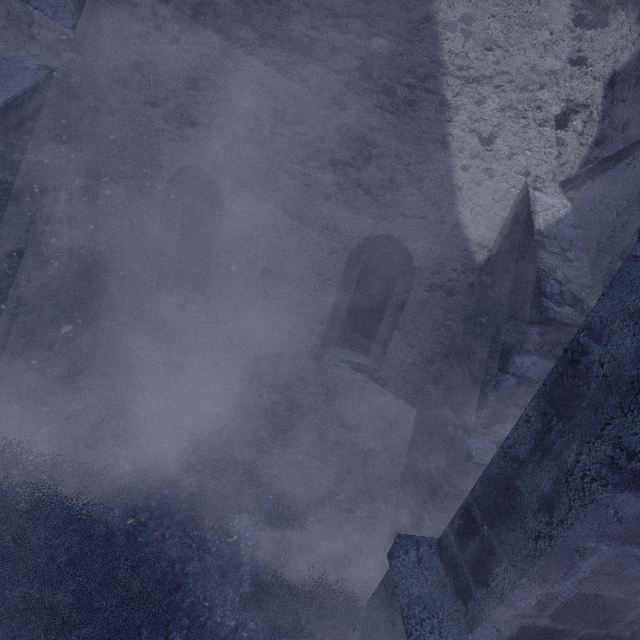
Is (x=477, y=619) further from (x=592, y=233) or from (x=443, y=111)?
(x=443, y=111)
